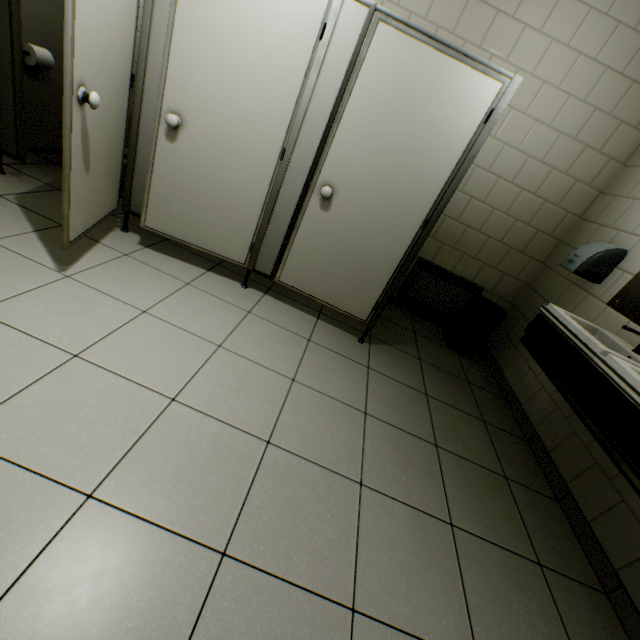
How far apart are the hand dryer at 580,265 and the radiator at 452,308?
0.82m

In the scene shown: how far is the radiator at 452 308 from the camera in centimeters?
Answer: 345cm

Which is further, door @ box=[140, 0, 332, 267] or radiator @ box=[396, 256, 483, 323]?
radiator @ box=[396, 256, 483, 323]

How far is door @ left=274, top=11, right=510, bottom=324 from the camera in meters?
1.8

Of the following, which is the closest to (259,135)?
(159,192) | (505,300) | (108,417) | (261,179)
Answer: (261,179)

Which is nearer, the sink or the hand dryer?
the sink

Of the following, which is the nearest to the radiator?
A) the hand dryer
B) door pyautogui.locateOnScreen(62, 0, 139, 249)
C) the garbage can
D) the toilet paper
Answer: the garbage can

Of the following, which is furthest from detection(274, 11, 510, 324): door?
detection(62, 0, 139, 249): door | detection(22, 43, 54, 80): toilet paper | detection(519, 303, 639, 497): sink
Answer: detection(22, 43, 54, 80): toilet paper
